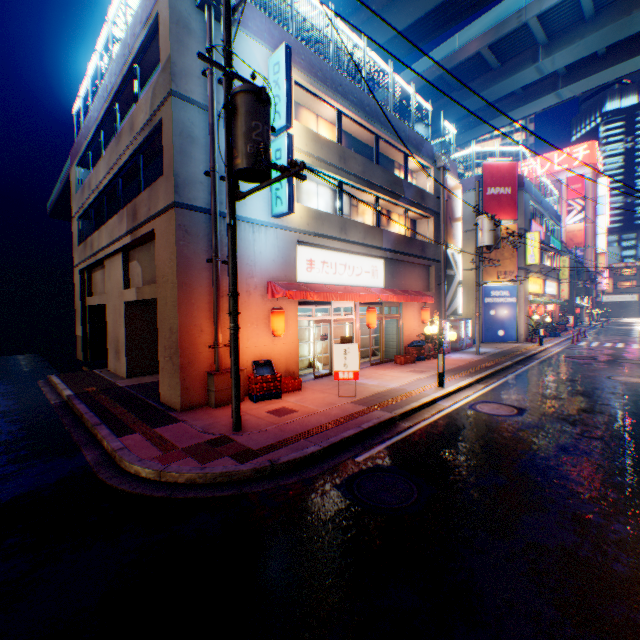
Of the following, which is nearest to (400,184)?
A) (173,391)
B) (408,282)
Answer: (408,282)

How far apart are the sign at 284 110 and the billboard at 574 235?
69.45m

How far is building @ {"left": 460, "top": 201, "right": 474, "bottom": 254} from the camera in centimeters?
2458cm

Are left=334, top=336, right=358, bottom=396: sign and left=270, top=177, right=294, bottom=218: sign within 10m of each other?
yes

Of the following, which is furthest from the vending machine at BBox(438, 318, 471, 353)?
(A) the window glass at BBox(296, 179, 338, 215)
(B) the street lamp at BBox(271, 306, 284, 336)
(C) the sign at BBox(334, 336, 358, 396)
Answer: (B) the street lamp at BBox(271, 306, 284, 336)

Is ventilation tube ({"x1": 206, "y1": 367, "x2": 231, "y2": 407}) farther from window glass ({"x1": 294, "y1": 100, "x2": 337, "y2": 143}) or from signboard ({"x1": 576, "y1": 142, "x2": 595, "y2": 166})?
signboard ({"x1": 576, "y1": 142, "x2": 595, "y2": 166})

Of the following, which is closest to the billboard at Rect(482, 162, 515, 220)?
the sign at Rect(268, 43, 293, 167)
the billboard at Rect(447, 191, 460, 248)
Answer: the billboard at Rect(447, 191, 460, 248)

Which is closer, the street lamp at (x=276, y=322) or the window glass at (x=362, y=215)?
the street lamp at (x=276, y=322)
